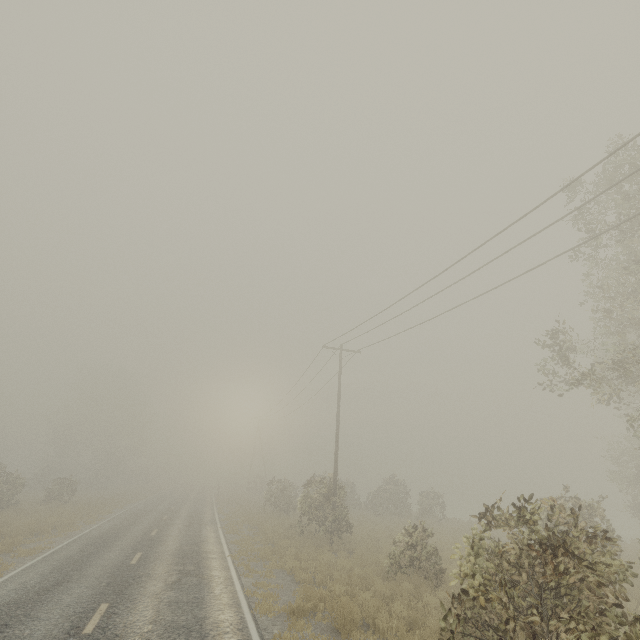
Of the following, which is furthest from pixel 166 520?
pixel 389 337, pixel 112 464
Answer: pixel 112 464

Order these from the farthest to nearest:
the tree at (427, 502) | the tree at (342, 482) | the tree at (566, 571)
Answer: the tree at (342, 482) → the tree at (427, 502) → the tree at (566, 571)

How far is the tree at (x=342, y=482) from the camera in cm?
1862

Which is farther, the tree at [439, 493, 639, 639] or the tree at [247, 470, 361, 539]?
the tree at [247, 470, 361, 539]

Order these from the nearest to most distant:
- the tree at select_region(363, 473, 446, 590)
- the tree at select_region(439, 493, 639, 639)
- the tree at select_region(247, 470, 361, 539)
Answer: the tree at select_region(439, 493, 639, 639) → the tree at select_region(363, 473, 446, 590) → the tree at select_region(247, 470, 361, 539)

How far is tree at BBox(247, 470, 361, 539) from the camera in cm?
1862

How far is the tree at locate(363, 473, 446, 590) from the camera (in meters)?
11.87
